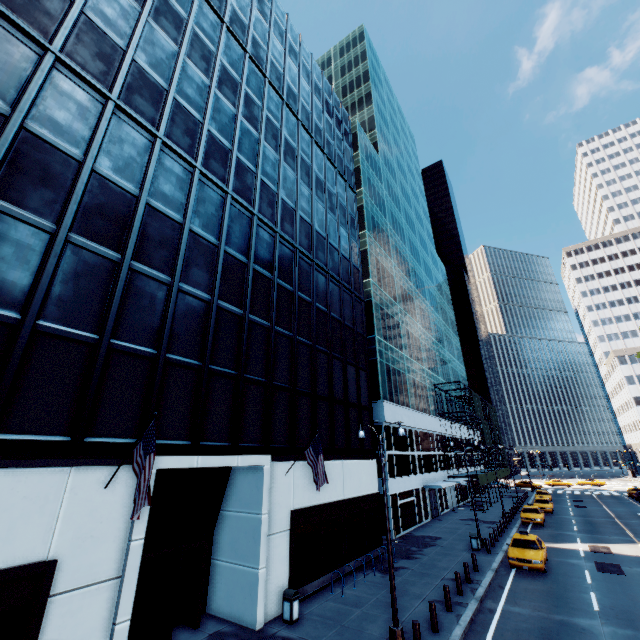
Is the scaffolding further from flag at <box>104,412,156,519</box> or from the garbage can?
flag at <box>104,412,156,519</box>

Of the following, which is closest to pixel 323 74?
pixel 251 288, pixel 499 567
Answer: pixel 251 288

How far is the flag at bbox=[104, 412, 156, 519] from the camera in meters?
8.3 m

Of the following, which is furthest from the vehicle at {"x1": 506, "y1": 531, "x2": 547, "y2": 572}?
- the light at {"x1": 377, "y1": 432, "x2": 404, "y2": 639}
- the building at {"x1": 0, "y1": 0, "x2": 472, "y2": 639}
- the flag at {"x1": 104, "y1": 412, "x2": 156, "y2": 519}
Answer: the flag at {"x1": 104, "y1": 412, "x2": 156, "y2": 519}

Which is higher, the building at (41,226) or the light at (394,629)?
the building at (41,226)

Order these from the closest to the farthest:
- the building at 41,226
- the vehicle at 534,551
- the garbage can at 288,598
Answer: the building at 41,226
the garbage can at 288,598
the vehicle at 534,551

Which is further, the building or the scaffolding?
the scaffolding

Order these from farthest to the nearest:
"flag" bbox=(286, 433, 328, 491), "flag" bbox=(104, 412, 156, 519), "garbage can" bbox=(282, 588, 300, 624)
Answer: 1. "flag" bbox=(286, 433, 328, 491)
2. "garbage can" bbox=(282, 588, 300, 624)
3. "flag" bbox=(104, 412, 156, 519)
